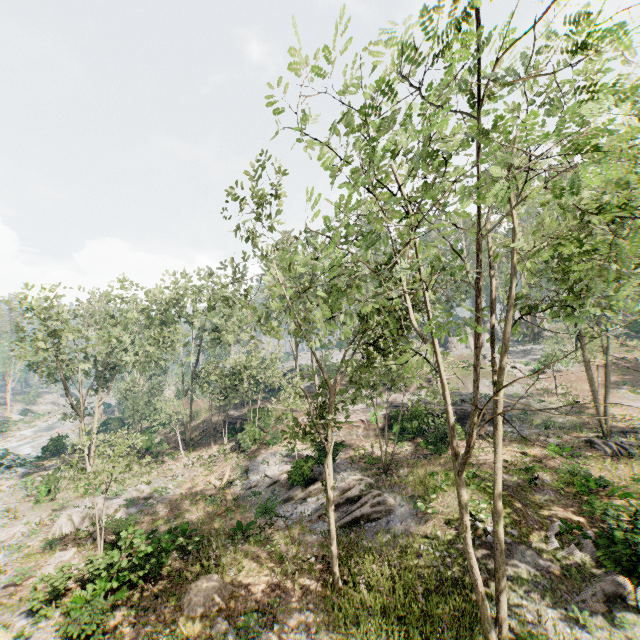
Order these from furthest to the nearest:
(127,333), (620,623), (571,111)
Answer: (127,333) → (620,623) → (571,111)

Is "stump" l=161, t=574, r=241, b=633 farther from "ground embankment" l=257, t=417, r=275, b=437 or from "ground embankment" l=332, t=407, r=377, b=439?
"ground embankment" l=257, t=417, r=275, b=437

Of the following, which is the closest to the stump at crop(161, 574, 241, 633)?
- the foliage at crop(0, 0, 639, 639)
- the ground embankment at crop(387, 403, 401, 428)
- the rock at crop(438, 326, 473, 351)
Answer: the foliage at crop(0, 0, 639, 639)

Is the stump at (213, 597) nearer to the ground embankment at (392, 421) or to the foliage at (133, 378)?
the foliage at (133, 378)

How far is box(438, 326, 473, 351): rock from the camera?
55.28m

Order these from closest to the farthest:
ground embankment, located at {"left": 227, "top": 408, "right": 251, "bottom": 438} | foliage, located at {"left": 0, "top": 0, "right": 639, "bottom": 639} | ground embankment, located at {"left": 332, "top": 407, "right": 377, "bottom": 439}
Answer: foliage, located at {"left": 0, "top": 0, "right": 639, "bottom": 639} → ground embankment, located at {"left": 332, "top": 407, "right": 377, "bottom": 439} → ground embankment, located at {"left": 227, "top": 408, "right": 251, "bottom": 438}

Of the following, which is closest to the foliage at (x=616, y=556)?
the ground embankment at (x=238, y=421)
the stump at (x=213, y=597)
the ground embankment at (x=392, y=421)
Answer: the ground embankment at (x=238, y=421)

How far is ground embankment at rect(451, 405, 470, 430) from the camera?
25.51m
